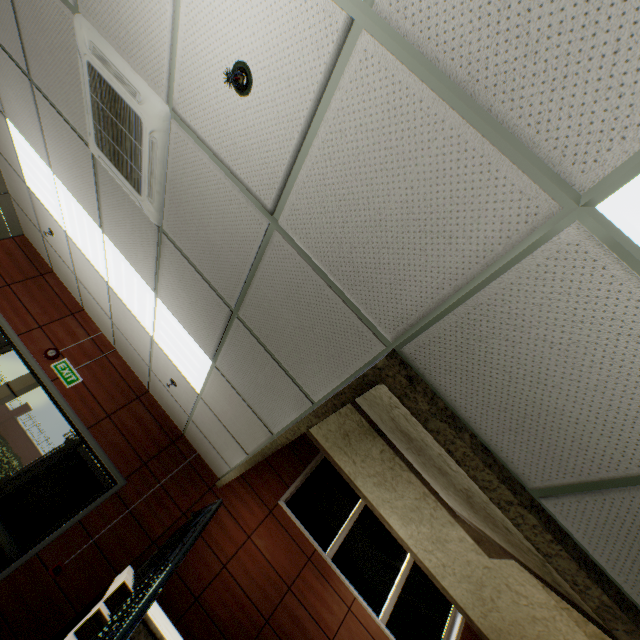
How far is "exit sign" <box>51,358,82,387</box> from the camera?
5.3m

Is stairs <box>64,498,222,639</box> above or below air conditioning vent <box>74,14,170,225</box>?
below

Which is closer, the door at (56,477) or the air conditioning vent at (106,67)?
the air conditioning vent at (106,67)

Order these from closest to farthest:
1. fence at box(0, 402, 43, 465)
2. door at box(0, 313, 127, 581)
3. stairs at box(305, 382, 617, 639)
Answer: stairs at box(305, 382, 617, 639) → door at box(0, 313, 127, 581) → fence at box(0, 402, 43, 465)

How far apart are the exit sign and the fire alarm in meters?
5.6 m

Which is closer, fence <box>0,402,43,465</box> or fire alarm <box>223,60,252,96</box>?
fire alarm <box>223,60,252,96</box>

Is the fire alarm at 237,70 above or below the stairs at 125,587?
above

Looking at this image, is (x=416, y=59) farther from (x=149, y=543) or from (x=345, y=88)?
(x=149, y=543)
